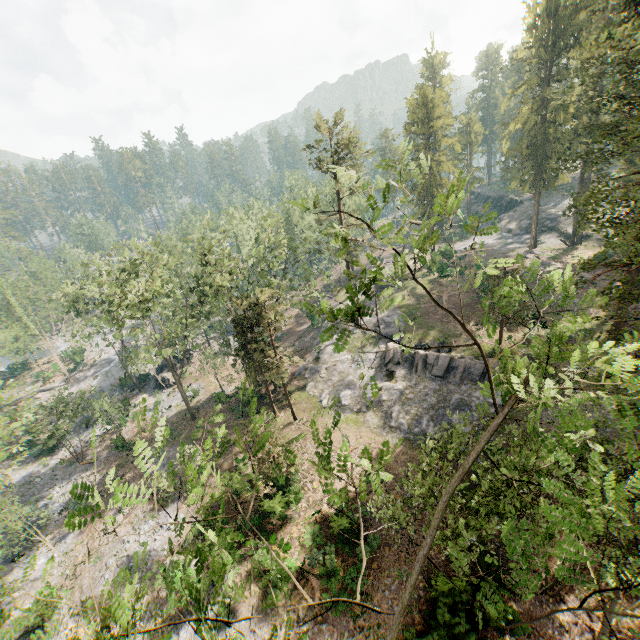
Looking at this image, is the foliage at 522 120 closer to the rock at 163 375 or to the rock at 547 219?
the rock at 547 219

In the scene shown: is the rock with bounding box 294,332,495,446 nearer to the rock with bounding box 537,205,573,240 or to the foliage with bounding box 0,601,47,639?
the foliage with bounding box 0,601,47,639

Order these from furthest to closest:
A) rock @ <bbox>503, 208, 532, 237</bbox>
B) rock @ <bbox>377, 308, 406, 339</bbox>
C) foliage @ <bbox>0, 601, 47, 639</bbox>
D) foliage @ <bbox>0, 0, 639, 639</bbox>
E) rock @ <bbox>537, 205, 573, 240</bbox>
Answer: rock @ <bbox>503, 208, 532, 237</bbox>
rock @ <bbox>537, 205, 573, 240</bbox>
rock @ <bbox>377, 308, 406, 339</bbox>
foliage @ <bbox>0, 0, 639, 639</bbox>
foliage @ <bbox>0, 601, 47, 639</bbox>

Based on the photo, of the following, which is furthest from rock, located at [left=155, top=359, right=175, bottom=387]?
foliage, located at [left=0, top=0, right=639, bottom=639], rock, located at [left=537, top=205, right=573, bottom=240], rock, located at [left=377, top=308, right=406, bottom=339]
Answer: rock, located at [left=537, top=205, right=573, bottom=240]

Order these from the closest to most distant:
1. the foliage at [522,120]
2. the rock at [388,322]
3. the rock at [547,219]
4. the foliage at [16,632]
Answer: the foliage at [16,632], the foliage at [522,120], the rock at [388,322], the rock at [547,219]

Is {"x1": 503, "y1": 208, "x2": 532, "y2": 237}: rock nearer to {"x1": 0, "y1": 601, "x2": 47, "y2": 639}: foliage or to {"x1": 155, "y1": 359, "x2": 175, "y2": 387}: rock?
{"x1": 0, "y1": 601, "x2": 47, "y2": 639}: foliage

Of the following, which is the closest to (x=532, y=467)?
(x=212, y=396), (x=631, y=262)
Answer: (x=631, y=262)

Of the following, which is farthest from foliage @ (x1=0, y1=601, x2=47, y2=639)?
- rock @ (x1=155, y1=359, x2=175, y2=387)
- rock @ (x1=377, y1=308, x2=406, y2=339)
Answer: rock @ (x1=155, y1=359, x2=175, y2=387)
